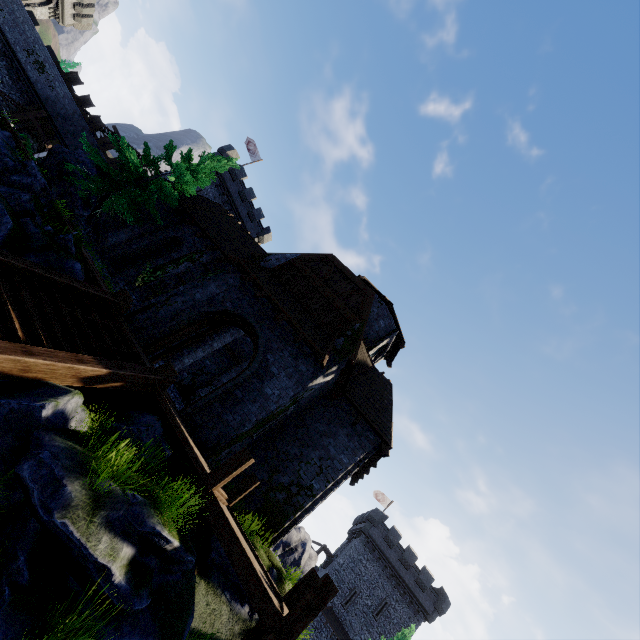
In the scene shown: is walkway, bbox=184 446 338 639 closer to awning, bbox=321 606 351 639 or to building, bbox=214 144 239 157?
building, bbox=214 144 239 157

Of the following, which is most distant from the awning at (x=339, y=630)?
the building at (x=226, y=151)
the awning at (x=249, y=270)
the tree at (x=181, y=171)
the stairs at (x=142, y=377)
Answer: the tree at (x=181, y=171)

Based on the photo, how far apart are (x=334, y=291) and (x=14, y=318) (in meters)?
10.35

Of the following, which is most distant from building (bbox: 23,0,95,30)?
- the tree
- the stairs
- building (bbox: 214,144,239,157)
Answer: the stairs

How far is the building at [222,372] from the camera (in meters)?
15.03

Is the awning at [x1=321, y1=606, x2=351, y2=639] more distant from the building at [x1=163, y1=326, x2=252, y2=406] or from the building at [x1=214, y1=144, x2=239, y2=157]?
the building at [x1=214, y1=144, x2=239, y2=157]

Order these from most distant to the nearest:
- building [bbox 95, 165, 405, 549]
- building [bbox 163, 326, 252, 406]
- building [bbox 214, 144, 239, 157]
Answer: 1. building [bbox 214, 144, 239, 157]
2. building [bbox 163, 326, 252, 406]
3. building [bbox 95, 165, 405, 549]

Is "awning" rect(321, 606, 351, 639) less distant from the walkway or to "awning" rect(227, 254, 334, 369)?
the walkway
